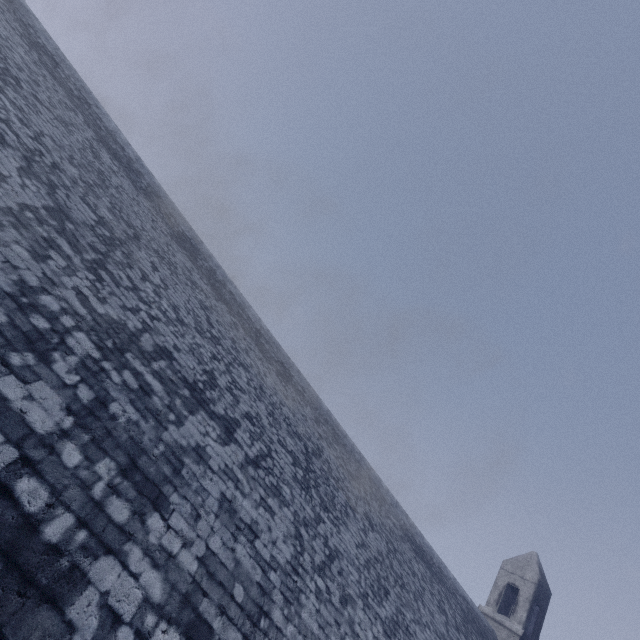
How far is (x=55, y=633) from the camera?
2.88m
